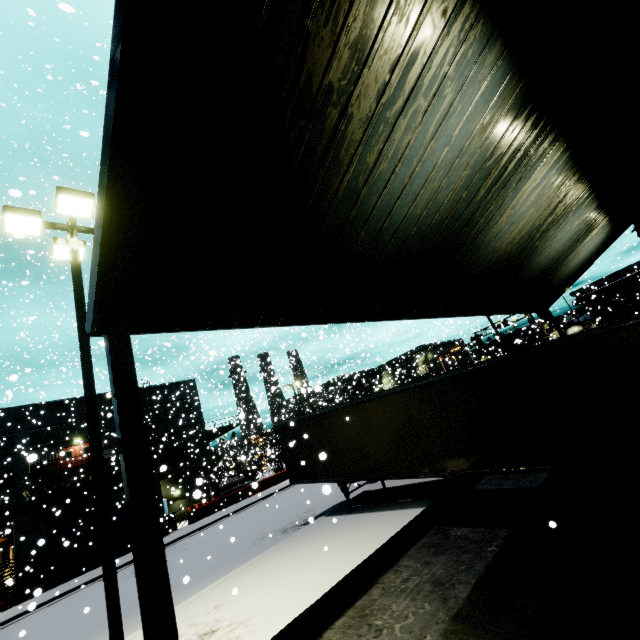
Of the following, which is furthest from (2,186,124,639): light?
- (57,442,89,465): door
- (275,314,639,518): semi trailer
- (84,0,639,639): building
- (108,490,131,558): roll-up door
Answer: (57,442,89,465): door

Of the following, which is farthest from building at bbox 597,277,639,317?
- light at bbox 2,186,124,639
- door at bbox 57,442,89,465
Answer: light at bbox 2,186,124,639

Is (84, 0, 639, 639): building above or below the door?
below

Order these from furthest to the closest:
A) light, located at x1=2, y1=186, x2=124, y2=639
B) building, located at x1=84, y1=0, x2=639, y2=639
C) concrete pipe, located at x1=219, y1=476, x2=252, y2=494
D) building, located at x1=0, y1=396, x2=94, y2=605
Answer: concrete pipe, located at x1=219, y1=476, x2=252, y2=494, building, located at x1=0, y1=396, x2=94, y2=605, light, located at x1=2, y1=186, x2=124, y2=639, building, located at x1=84, y1=0, x2=639, y2=639

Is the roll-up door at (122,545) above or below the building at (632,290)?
below

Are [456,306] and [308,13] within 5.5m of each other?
no

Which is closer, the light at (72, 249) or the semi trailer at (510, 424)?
the light at (72, 249)

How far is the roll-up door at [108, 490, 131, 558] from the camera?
24.1m
